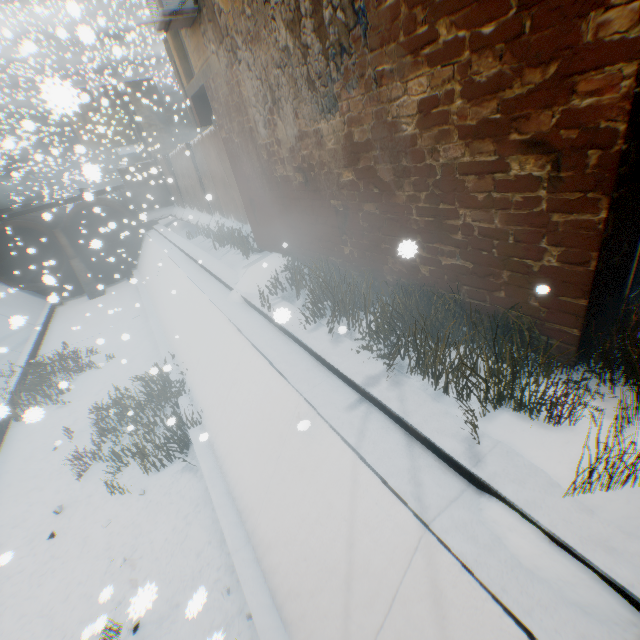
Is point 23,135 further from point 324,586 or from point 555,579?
point 555,579

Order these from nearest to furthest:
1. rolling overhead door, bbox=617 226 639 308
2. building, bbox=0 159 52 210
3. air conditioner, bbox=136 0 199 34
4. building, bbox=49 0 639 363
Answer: building, bbox=49 0 639 363, rolling overhead door, bbox=617 226 639 308, air conditioner, bbox=136 0 199 34, building, bbox=0 159 52 210

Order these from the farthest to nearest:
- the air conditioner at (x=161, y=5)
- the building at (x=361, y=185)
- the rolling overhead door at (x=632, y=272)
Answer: the air conditioner at (x=161, y=5), the rolling overhead door at (x=632, y=272), the building at (x=361, y=185)

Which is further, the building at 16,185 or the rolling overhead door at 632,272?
the building at 16,185

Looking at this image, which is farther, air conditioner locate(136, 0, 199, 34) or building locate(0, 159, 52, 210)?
building locate(0, 159, 52, 210)

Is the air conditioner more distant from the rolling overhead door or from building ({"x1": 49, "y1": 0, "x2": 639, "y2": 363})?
the rolling overhead door

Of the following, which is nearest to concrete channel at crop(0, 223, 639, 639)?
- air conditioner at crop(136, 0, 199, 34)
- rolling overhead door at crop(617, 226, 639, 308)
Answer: rolling overhead door at crop(617, 226, 639, 308)

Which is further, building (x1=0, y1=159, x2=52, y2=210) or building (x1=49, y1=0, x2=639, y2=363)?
building (x1=0, y1=159, x2=52, y2=210)
